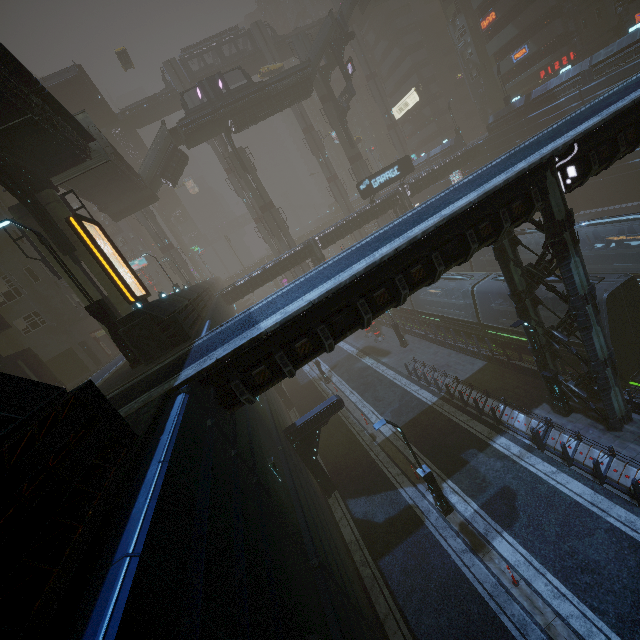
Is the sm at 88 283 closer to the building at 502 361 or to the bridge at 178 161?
the building at 502 361

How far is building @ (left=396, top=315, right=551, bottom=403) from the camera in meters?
15.4

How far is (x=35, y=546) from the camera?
2.8m

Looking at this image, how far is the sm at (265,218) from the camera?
44.7 meters

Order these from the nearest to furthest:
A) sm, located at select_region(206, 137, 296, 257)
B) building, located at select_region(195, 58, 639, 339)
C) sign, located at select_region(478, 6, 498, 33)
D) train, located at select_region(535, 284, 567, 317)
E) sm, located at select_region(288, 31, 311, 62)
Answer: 1. train, located at select_region(535, 284, 567, 317)
2. building, located at select_region(195, 58, 639, 339)
3. sign, located at select_region(478, 6, 498, 33)
4. sm, located at select_region(288, 31, 311, 62)
5. sm, located at select_region(206, 137, 296, 257)

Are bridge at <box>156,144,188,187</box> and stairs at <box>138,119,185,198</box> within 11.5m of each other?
yes

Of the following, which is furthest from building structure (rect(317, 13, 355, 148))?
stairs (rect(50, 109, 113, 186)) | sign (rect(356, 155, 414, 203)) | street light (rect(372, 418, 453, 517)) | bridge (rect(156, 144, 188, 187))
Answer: street light (rect(372, 418, 453, 517))

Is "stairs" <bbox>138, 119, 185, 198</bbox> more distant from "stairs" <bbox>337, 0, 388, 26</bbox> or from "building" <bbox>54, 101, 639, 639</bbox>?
"stairs" <bbox>337, 0, 388, 26</bbox>
